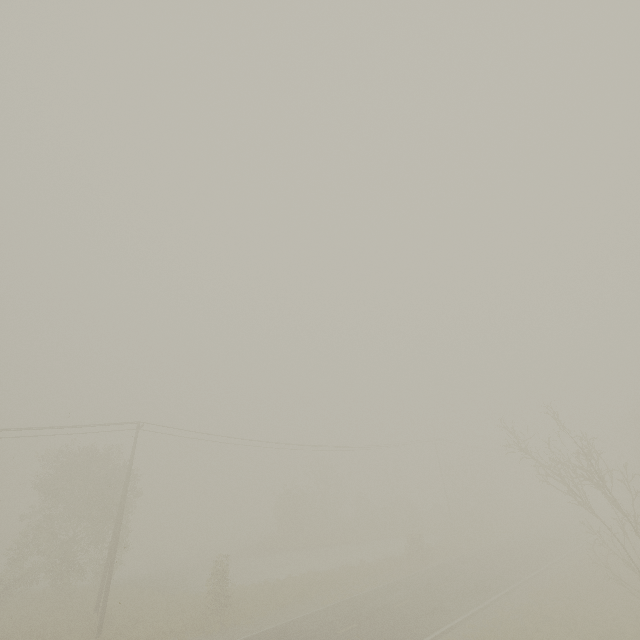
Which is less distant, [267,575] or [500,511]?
[267,575]

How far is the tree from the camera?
42.2m

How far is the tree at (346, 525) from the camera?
42.2m
